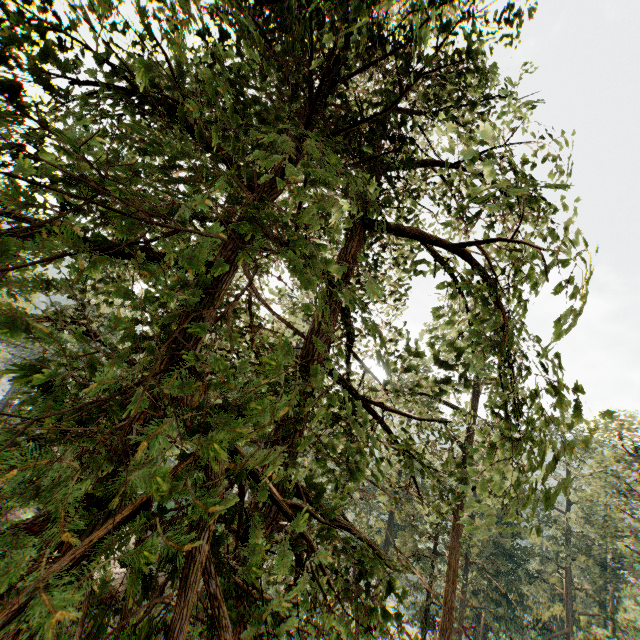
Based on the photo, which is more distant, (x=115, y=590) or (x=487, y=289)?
(x=487, y=289)
